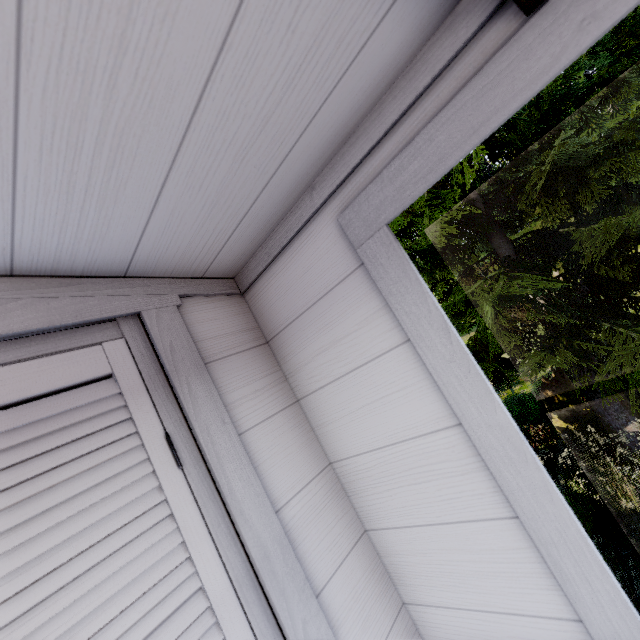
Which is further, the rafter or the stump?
the stump

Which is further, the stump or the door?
the stump

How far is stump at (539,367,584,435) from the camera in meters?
8.0 m

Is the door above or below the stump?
above

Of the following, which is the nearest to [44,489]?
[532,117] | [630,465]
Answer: [532,117]

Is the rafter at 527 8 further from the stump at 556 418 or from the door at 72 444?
the stump at 556 418

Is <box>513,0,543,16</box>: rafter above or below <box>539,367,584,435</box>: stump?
above

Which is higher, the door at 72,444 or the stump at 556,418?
the door at 72,444
